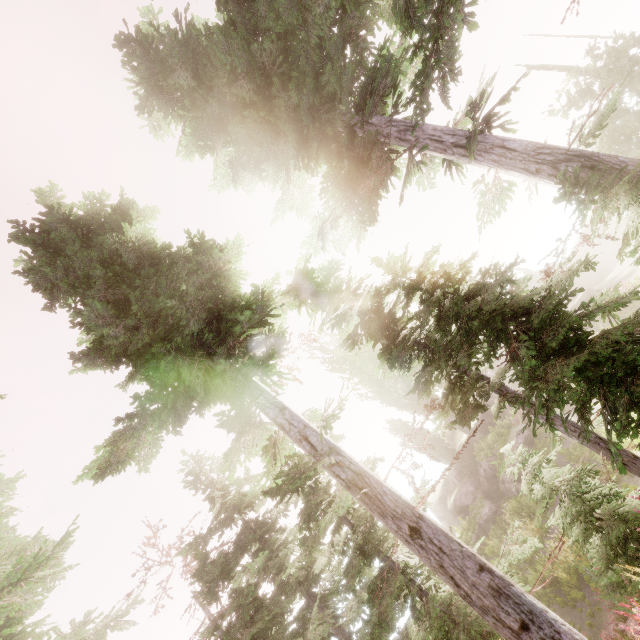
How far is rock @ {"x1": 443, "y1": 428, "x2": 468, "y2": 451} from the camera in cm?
3431

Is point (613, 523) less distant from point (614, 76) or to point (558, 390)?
point (558, 390)

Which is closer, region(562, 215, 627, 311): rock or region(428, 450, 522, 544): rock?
region(428, 450, 522, 544): rock

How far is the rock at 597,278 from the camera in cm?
3027

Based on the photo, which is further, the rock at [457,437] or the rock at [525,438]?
the rock at [457,437]

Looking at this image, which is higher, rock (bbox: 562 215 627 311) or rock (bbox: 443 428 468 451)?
rock (bbox: 443 428 468 451)

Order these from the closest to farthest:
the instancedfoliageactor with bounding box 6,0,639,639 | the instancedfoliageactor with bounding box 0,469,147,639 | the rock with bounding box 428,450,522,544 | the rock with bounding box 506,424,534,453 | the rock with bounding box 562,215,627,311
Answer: the instancedfoliageactor with bounding box 6,0,639,639 < the instancedfoliageactor with bounding box 0,469,147,639 < the rock with bounding box 506,424,534,453 < the rock with bounding box 428,450,522,544 < the rock with bounding box 562,215,627,311
